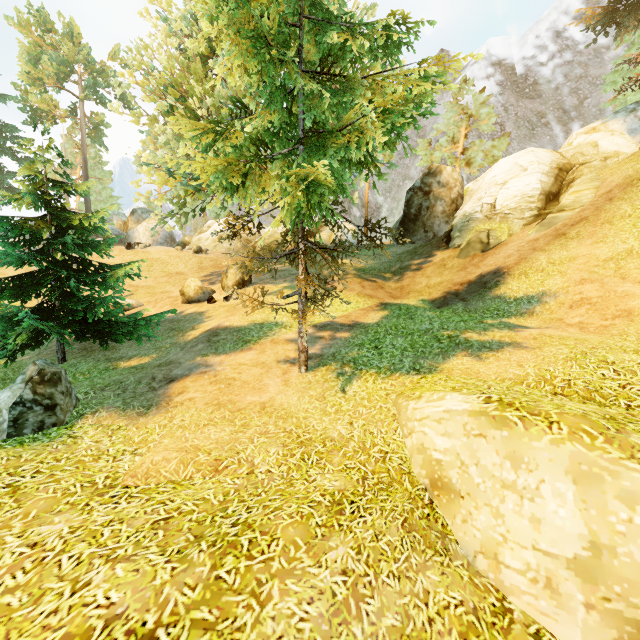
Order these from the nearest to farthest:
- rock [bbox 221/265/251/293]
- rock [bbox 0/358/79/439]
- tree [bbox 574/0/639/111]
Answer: rock [bbox 0/358/79/439]
tree [bbox 574/0/639/111]
rock [bbox 221/265/251/293]

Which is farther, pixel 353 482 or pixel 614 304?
pixel 614 304

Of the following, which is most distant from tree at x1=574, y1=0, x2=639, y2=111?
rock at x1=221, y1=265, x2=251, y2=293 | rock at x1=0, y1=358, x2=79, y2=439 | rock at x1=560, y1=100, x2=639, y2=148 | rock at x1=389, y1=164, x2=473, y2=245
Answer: rock at x1=389, y1=164, x2=473, y2=245

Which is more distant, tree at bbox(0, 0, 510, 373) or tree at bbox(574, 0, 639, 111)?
tree at bbox(574, 0, 639, 111)

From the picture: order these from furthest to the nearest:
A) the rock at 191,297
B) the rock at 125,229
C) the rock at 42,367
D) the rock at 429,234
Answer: the rock at 125,229, the rock at 429,234, the rock at 191,297, the rock at 42,367

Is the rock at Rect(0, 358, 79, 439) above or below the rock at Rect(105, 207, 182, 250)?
below

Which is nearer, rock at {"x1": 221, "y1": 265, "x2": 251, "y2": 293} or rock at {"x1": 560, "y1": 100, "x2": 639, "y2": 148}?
rock at {"x1": 560, "y1": 100, "x2": 639, "y2": 148}

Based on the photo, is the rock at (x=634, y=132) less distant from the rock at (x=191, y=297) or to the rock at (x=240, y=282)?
the rock at (x=240, y=282)
